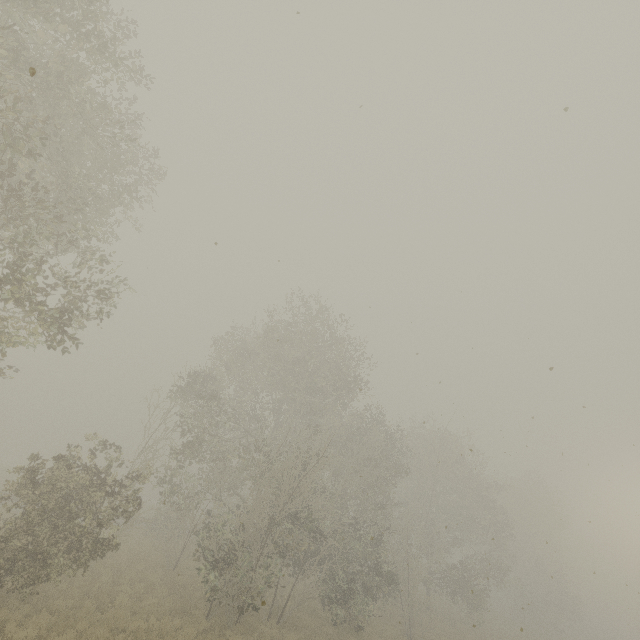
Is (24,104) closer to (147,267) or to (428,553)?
(147,267)
